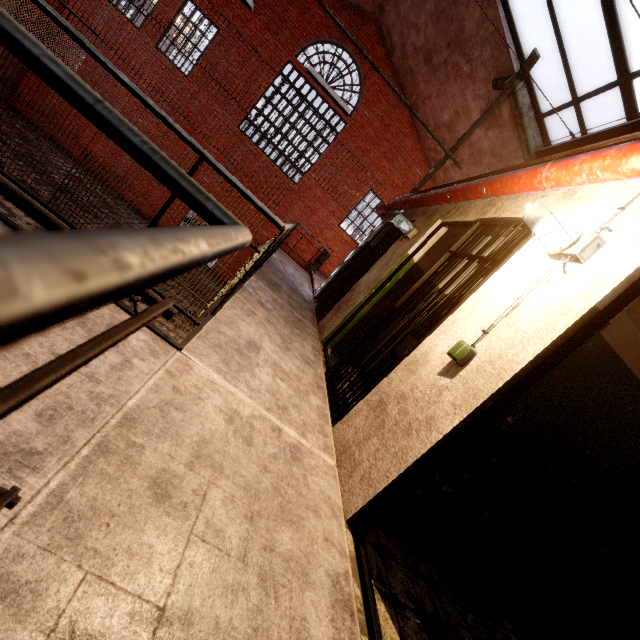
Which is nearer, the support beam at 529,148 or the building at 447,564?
the building at 447,564

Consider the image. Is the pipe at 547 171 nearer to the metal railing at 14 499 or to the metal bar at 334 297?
the metal bar at 334 297

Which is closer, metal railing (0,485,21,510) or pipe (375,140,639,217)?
metal railing (0,485,21,510)

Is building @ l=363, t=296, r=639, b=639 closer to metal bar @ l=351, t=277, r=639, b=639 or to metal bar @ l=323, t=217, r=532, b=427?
metal bar @ l=351, t=277, r=639, b=639

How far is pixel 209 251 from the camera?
0.3m

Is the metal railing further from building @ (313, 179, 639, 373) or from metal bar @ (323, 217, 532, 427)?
metal bar @ (323, 217, 532, 427)

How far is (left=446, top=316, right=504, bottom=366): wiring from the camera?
2.0m

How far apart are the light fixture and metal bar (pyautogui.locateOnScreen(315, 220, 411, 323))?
3.38m
